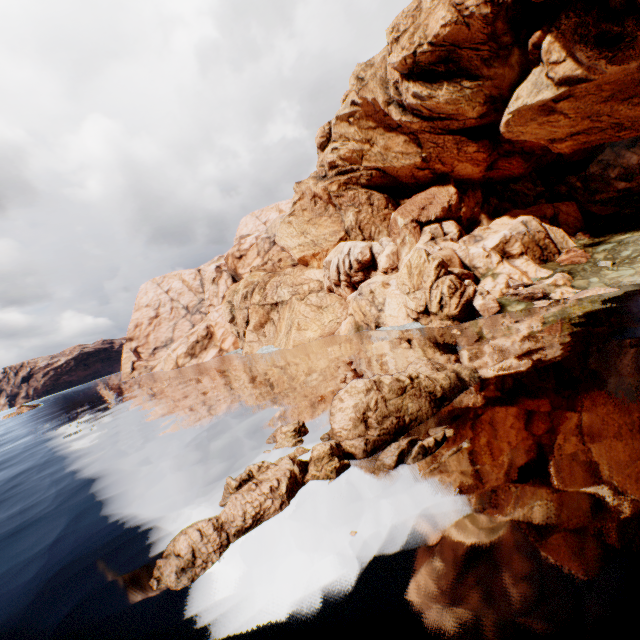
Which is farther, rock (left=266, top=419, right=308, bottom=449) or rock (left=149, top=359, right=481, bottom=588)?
rock (left=266, top=419, right=308, bottom=449)

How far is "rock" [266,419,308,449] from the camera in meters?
16.5

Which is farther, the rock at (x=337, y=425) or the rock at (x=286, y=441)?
the rock at (x=286, y=441)

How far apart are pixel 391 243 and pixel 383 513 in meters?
39.2 m

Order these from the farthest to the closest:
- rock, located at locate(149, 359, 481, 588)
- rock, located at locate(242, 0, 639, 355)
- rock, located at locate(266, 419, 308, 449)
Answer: rock, located at locate(242, 0, 639, 355) < rock, located at locate(266, 419, 308, 449) < rock, located at locate(149, 359, 481, 588)

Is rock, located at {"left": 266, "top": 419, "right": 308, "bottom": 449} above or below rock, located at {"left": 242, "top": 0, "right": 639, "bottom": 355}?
below
